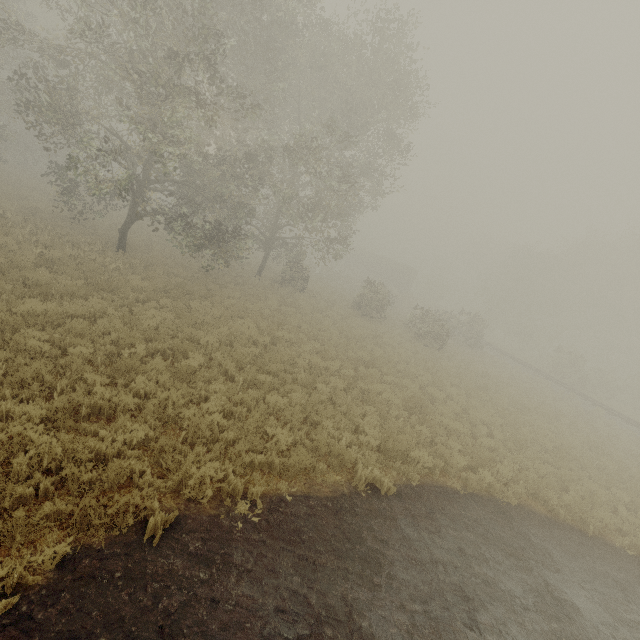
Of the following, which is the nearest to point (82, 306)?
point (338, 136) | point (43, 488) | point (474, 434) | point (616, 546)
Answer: point (43, 488)

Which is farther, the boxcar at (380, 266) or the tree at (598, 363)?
the boxcar at (380, 266)

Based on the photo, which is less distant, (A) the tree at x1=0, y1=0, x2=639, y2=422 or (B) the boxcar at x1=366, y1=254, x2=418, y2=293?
(A) the tree at x1=0, y1=0, x2=639, y2=422

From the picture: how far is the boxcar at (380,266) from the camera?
50.84m

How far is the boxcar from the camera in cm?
5084
